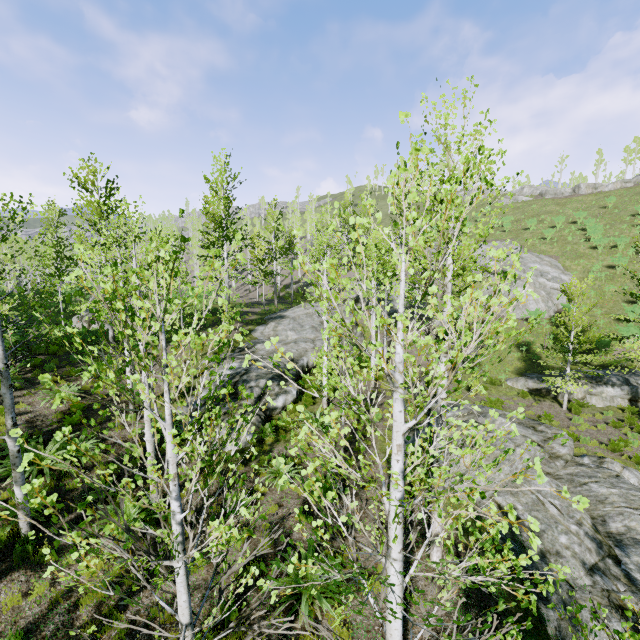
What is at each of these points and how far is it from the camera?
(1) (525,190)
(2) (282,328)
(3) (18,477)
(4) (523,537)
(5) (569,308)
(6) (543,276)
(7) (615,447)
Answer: (1) rock, 54.9 meters
(2) rock, 24.0 meters
(3) instancedfoliageactor, 7.4 meters
(4) rock, 8.6 meters
(5) instancedfoliageactor, 26.9 meters
(6) rock, 30.7 meters
(7) instancedfoliageactor, 13.8 meters

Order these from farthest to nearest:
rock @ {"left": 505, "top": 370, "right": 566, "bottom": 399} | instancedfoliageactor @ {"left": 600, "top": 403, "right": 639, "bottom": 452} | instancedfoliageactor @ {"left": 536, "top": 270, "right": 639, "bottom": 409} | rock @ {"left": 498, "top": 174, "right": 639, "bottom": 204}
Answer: rock @ {"left": 498, "top": 174, "right": 639, "bottom": 204}, rock @ {"left": 505, "top": 370, "right": 566, "bottom": 399}, instancedfoliageactor @ {"left": 536, "top": 270, "right": 639, "bottom": 409}, instancedfoliageactor @ {"left": 600, "top": 403, "right": 639, "bottom": 452}

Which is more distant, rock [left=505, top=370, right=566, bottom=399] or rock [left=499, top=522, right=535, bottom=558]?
rock [left=505, top=370, right=566, bottom=399]

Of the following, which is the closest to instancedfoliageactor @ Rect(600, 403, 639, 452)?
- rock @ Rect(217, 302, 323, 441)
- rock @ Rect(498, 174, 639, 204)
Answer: rock @ Rect(217, 302, 323, 441)

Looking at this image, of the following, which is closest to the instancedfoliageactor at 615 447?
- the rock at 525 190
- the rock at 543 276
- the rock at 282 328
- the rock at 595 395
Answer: the rock at 282 328

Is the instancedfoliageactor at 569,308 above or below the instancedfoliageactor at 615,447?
above

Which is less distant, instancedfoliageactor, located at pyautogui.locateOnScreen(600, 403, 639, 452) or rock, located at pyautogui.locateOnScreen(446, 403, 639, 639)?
rock, located at pyautogui.locateOnScreen(446, 403, 639, 639)

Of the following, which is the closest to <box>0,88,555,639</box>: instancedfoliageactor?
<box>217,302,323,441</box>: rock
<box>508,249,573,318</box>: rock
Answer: <box>217,302,323,441</box>: rock
